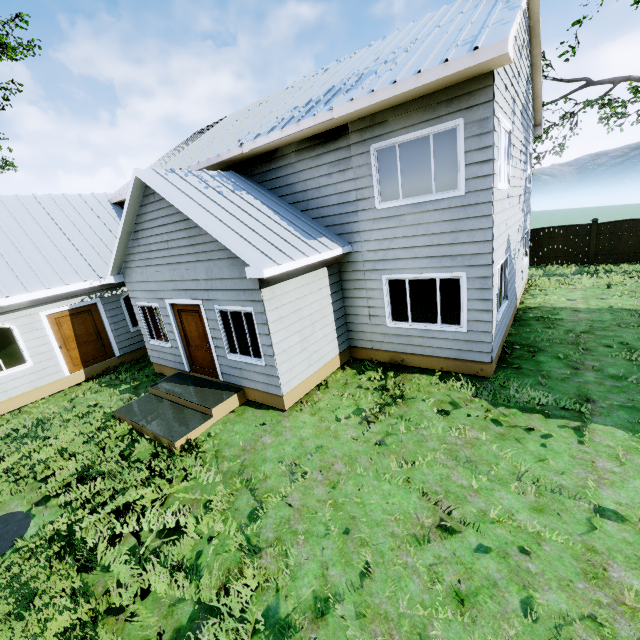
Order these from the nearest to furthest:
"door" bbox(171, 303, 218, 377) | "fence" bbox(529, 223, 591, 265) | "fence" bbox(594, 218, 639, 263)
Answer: "door" bbox(171, 303, 218, 377)
"fence" bbox(594, 218, 639, 263)
"fence" bbox(529, 223, 591, 265)

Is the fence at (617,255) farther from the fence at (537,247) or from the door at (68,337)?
the door at (68,337)

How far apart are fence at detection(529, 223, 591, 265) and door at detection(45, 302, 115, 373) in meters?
20.4 m

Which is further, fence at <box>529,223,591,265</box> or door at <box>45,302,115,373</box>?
fence at <box>529,223,591,265</box>

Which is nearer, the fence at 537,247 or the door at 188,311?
the door at 188,311

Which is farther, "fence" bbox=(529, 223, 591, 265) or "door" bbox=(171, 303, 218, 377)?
"fence" bbox=(529, 223, 591, 265)

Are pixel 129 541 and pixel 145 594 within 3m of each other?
yes

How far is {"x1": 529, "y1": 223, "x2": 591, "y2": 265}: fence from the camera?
16.2m
